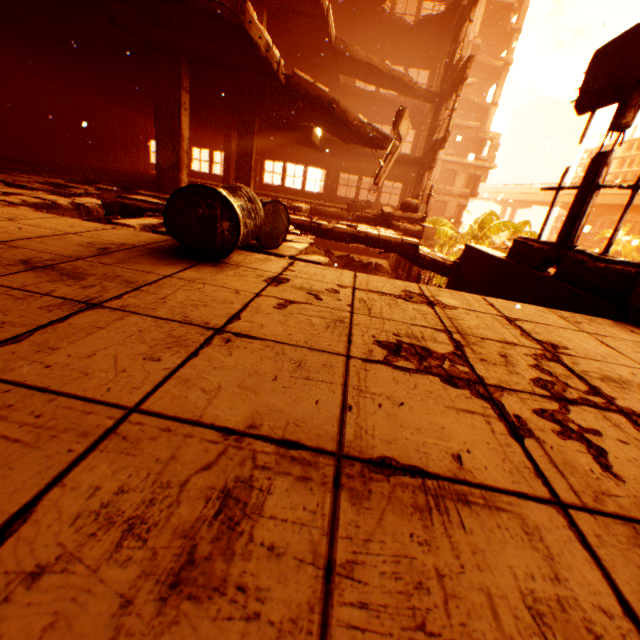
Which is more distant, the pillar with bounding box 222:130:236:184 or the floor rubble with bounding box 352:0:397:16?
the pillar with bounding box 222:130:236:184

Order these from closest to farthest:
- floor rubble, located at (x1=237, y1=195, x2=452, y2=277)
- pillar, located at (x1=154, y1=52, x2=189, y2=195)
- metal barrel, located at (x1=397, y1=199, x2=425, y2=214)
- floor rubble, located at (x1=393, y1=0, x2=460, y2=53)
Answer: floor rubble, located at (x1=237, y1=195, x2=452, y2=277), pillar, located at (x1=154, y1=52, x2=189, y2=195), metal barrel, located at (x1=397, y1=199, x2=425, y2=214), floor rubble, located at (x1=393, y1=0, x2=460, y2=53)

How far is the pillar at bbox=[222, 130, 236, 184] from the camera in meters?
16.1 m

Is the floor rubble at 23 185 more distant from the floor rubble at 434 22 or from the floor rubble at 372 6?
the floor rubble at 434 22

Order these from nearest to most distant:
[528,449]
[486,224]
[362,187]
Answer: [528,449]
[486,224]
[362,187]

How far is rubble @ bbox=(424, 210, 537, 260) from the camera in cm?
1864

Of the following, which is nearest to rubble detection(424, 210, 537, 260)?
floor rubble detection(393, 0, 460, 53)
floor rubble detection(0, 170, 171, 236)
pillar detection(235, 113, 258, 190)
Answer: floor rubble detection(0, 170, 171, 236)

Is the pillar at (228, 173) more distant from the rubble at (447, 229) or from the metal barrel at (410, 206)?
the rubble at (447, 229)
